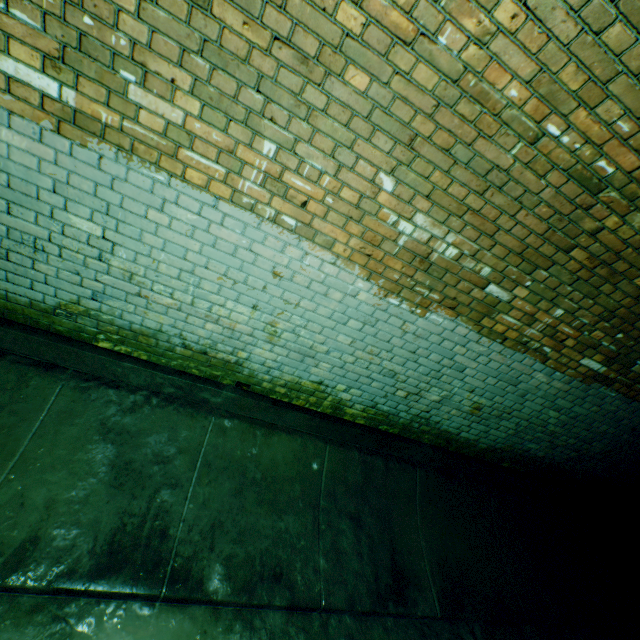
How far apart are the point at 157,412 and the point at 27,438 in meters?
0.9
